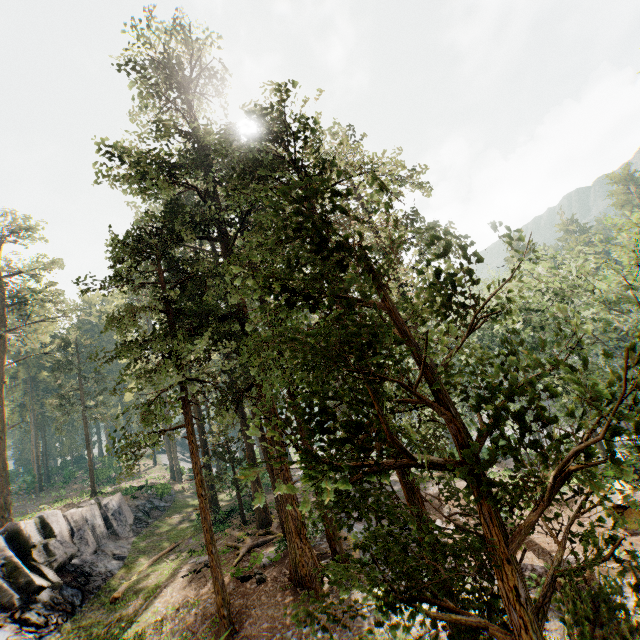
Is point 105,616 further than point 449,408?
Yes

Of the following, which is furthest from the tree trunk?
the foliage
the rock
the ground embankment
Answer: the rock

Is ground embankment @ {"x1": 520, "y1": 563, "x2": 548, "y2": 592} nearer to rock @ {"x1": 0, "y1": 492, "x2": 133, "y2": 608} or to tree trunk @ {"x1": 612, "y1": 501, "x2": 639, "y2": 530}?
tree trunk @ {"x1": 612, "y1": 501, "x2": 639, "y2": 530}

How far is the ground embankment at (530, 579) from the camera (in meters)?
10.50

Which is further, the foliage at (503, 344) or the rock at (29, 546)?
the rock at (29, 546)

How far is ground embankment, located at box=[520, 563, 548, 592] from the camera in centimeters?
1050cm

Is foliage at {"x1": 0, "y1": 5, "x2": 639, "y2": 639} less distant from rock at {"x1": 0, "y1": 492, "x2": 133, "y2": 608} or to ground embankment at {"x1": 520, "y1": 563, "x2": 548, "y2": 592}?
ground embankment at {"x1": 520, "y1": 563, "x2": 548, "y2": 592}
